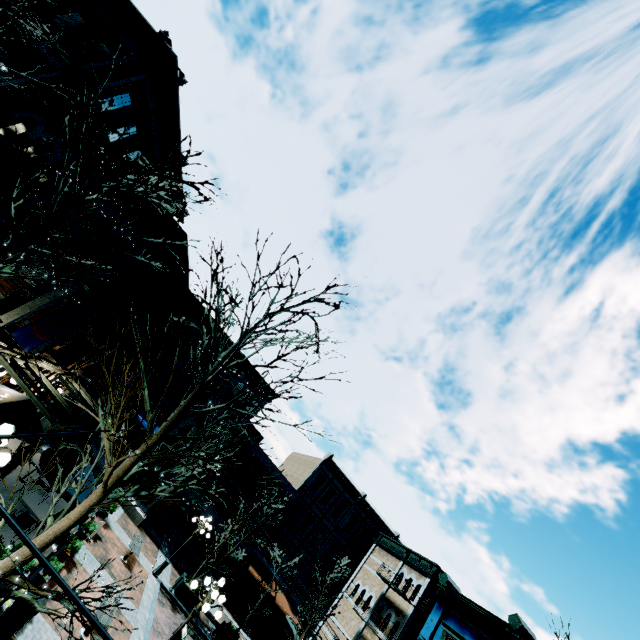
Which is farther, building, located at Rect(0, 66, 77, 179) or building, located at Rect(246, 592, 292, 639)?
building, located at Rect(246, 592, 292, 639)

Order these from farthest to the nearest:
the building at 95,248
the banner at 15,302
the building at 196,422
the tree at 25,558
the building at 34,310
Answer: the building at 196,422 → the building at 95,248 → the building at 34,310 → the banner at 15,302 → the tree at 25,558

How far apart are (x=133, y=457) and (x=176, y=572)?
20.4m

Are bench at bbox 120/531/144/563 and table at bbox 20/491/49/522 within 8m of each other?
yes

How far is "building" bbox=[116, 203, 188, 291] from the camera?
11.4 meters

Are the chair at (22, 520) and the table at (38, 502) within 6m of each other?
yes

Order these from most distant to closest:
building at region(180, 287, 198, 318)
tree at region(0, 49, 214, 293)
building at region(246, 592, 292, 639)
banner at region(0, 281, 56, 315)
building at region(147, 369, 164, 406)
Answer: building at region(246, 592, 292, 639), building at region(147, 369, 164, 406), building at region(180, 287, 198, 318), banner at region(0, 281, 56, 315), tree at region(0, 49, 214, 293)
